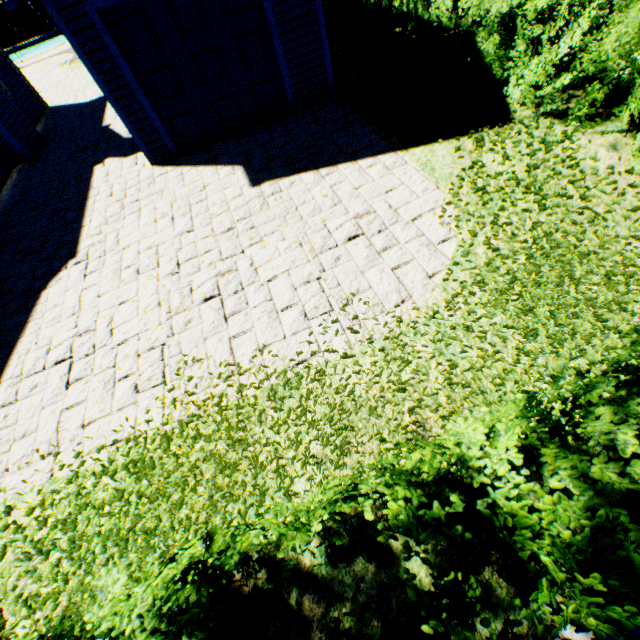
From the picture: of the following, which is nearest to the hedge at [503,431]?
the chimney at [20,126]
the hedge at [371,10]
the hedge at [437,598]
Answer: the hedge at [437,598]

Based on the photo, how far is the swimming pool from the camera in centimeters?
2398cm

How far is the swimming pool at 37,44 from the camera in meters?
24.0 m

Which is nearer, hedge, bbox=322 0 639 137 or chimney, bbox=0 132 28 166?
hedge, bbox=322 0 639 137

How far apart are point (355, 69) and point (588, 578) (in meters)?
11.38

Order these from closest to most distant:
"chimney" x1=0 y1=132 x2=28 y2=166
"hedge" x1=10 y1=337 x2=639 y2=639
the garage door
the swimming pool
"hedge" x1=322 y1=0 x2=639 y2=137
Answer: "hedge" x1=10 y1=337 x2=639 y2=639
"hedge" x1=322 y1=0 x2=639 y2=137
the garage door
"chimney" x1=0 y1=132 x2=28 y2=166
the swimming pool

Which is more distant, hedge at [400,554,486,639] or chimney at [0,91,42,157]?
chimney at [0,91,42,157]

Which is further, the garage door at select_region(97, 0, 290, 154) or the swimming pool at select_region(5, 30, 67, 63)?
the swimming pool at select_region(5, 30, 67, 63)
